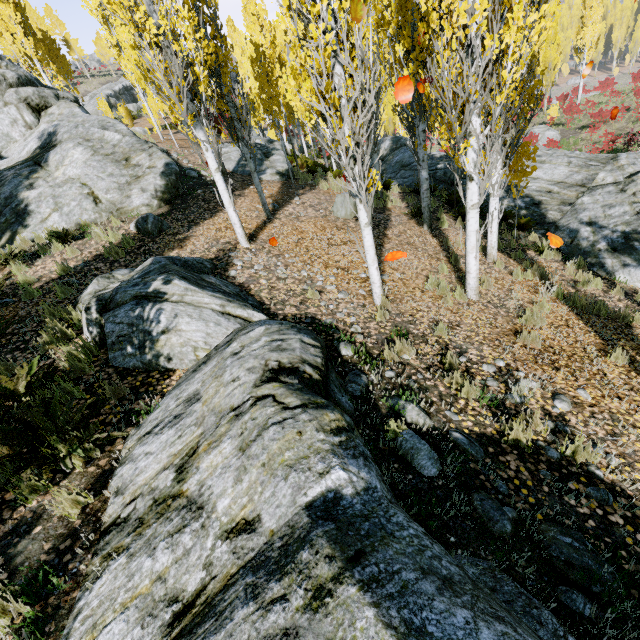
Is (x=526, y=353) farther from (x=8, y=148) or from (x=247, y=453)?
(x=8, y=148)

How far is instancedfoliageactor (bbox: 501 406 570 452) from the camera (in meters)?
3.39

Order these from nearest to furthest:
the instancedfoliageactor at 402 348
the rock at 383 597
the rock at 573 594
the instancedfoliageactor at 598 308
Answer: the rock at 383 597 → the rock at 573 594 → the instancedfoliageactor at 402 348 → the instancedfoliageactor at 598 308

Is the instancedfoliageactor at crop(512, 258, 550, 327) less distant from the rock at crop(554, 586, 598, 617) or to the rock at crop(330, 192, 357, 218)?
the rock at crop(554, 586, 598, 617)

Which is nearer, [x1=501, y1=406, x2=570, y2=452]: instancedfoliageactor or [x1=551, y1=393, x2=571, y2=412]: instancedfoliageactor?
[x1=501, y1=406, x2=570, y2=452]: instancedfoliageactor

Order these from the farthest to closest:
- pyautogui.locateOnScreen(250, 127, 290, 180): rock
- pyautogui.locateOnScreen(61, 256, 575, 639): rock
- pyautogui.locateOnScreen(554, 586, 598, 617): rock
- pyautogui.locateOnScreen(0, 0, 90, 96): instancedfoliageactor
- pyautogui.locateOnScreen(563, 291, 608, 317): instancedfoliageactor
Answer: pyautogui.locateOnScreen(0, 0, 90, 96): instancedfoliageactor
pyautogui.locateOnScreen(250, 127, 290, 180): rock
pyautogui.locateOnScreen(563, 291, 608, 317): instancedfoliageactor
pyautogui.locateOnScreen(554, 586, 598, 617): rock
pyautogui.locateOnScreen(61, 256, 575, 639): rock

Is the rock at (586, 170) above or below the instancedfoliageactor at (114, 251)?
below
